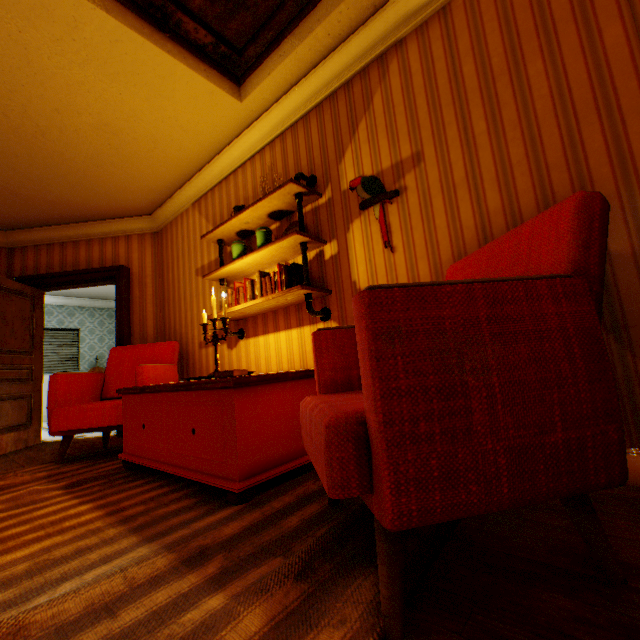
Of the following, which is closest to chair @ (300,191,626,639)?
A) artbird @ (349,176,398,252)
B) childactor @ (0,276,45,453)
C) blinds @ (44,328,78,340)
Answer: artbird @ (349,176,398,252)

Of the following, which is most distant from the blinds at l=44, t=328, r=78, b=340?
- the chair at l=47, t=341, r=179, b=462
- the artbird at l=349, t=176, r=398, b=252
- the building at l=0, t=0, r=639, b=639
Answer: the artbird at l=349, t=176, r=398, b=252

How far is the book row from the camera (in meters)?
2.62

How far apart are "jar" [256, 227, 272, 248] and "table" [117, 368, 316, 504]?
1.1m

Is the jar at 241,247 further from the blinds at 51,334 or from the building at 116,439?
the blinds at 51,334

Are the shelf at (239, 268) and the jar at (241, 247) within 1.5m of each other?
yes

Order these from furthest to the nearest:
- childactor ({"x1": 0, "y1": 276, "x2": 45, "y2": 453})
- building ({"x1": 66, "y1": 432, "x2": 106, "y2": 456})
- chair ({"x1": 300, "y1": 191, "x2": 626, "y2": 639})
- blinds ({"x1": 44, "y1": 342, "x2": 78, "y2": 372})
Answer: blinds ({"x1": 44, "y1": 342, "x2": 78, "y2": 372}), childactor ({"x1": 0, "y1": 276, "x2": 45, "y2": 453}), building ({"x1": 66, "y1": 432, "x2": 106, "y2": 456}), chair ({"x1": 300, "y1": 191, "x2": 626, "y2": 639})

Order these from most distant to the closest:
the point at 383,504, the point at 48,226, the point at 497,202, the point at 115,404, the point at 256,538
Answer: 1. the point at 48,226
2. the point at 115,404
3. the point at 497,202
4. the point at 256,538
5. the point at 383,504
